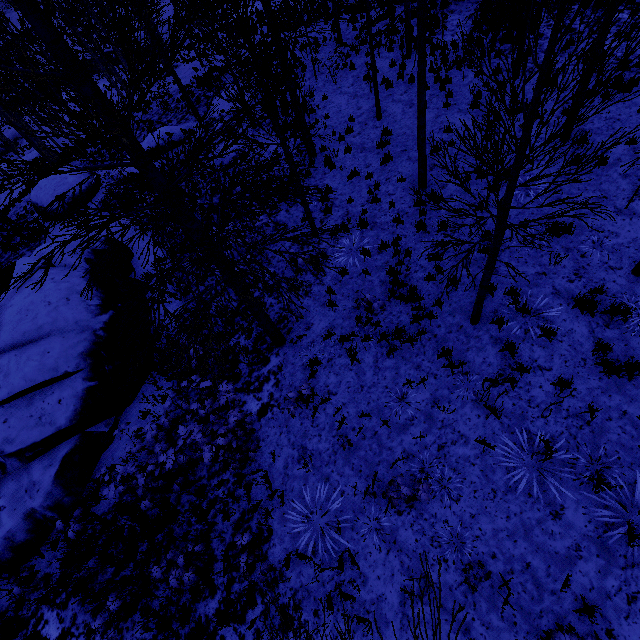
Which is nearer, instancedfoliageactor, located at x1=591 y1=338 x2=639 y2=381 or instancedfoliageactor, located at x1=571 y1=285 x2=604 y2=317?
instancedfoliageactor, located at x1=591 y1=338 x2=639 y2=381

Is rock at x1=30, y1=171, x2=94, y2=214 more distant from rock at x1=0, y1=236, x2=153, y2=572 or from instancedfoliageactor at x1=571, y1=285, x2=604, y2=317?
instancedfoliageactor at x1=571, y1=285, x2=604, y2=317

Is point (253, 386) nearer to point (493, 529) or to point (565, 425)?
point (493, 529)

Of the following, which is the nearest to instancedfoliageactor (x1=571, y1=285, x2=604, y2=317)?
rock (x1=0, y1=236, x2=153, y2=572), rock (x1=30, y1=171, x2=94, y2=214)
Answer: rock (x1=0, y1=236, x2=153, y2=572)

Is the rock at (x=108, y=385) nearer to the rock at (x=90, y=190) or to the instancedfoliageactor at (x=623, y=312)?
the rock at (x=90, y=190)

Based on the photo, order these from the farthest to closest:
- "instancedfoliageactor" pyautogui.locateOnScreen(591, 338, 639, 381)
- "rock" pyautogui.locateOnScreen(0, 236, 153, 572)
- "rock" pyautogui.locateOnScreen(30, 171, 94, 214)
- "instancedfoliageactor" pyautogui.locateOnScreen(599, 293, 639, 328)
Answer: "rock" pyautogui.locateOnScreen(30, 171, 94, 214) < "rock" pyautogui.locateOnScreen(0, 236, 153, 572) < "instancedfoliageactor" pyautogui.locateOnScreen(599, 293, 639, 328) < "instancedfoliageactor" pyautogui.locateOnScreen(591, 338, 639, 381)
